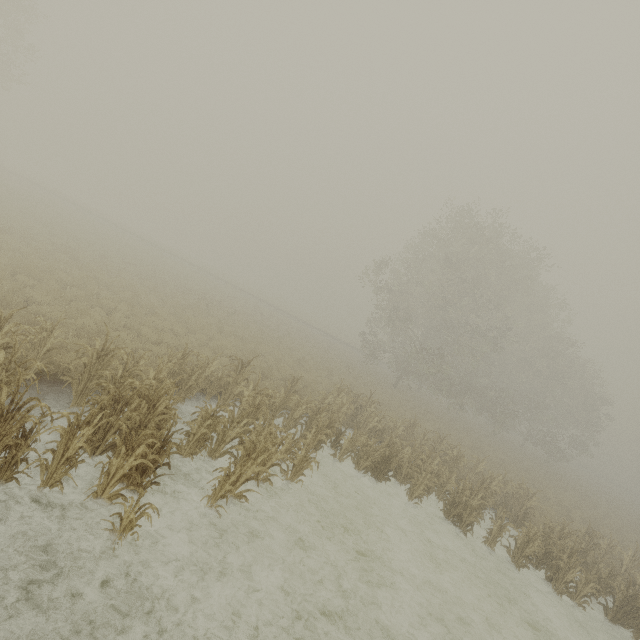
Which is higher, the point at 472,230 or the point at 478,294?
the point at 472,230
